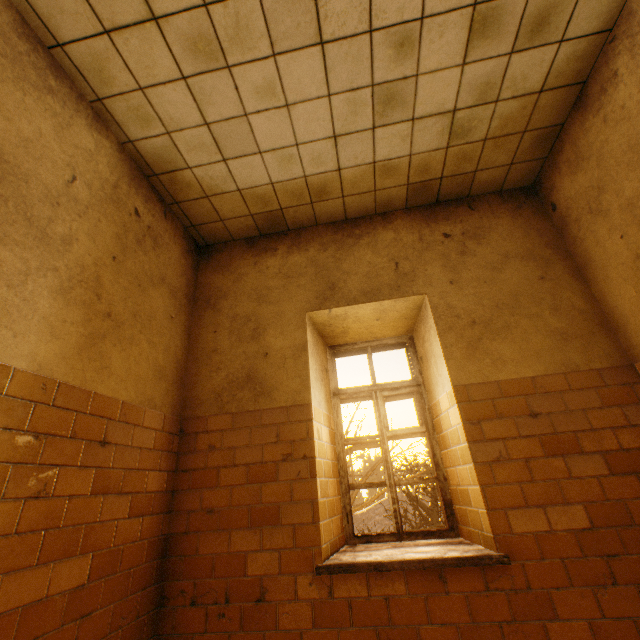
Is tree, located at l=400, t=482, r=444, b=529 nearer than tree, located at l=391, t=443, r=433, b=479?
No

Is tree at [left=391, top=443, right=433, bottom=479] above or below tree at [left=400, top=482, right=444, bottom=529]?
above

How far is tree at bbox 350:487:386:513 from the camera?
7.83m

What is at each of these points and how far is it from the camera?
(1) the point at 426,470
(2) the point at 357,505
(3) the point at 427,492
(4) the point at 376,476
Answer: (1) tree, 27.89m
(2) tree, 7.91m
(3) tree, 27.28m
(4) tree, 53.75m

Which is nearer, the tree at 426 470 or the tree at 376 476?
the tree at 426 470

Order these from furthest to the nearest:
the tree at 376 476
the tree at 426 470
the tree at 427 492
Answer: the tree at 427 492
the tree at 376 476
the tree at 426 470
